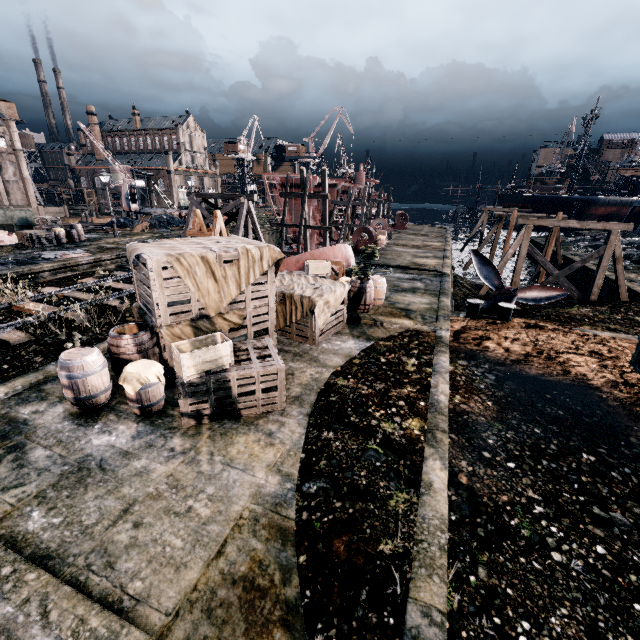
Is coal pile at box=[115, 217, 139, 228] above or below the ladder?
below

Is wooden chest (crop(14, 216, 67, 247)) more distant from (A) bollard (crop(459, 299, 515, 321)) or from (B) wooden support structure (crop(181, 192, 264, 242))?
(A) bollard (crop(459, 299, 515, 321))

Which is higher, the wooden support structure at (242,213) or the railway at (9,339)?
the wooden support structure at (242,213)

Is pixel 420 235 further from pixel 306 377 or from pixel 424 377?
pixel 306 377

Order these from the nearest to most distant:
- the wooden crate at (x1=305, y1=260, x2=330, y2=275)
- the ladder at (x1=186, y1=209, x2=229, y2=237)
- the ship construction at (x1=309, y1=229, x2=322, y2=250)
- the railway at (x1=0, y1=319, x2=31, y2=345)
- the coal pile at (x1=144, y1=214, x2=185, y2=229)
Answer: the railway at (x1=0, y1=319, x2=31, y2=345)
the ladder at (x1=186, y1=209, x2=229, y2=237)
the wooden crate at (x1=305, y1=260, x2=330, y2=275)
the coal pile at (x1=144, y1=214, x2=185, y2=229)
the ship construction at (x1=309, y1=229, x2=322, y2=250)

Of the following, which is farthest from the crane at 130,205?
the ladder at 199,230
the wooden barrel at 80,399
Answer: the wooden barrel at 80,399

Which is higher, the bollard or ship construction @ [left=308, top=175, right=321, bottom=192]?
ship construction @ [left=308, top=175, right=321, bottom=192]

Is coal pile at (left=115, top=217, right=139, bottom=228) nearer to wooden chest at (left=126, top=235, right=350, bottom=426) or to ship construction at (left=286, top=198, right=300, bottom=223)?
ship construction at (left=286, top=198, right=300, bottom=223)
